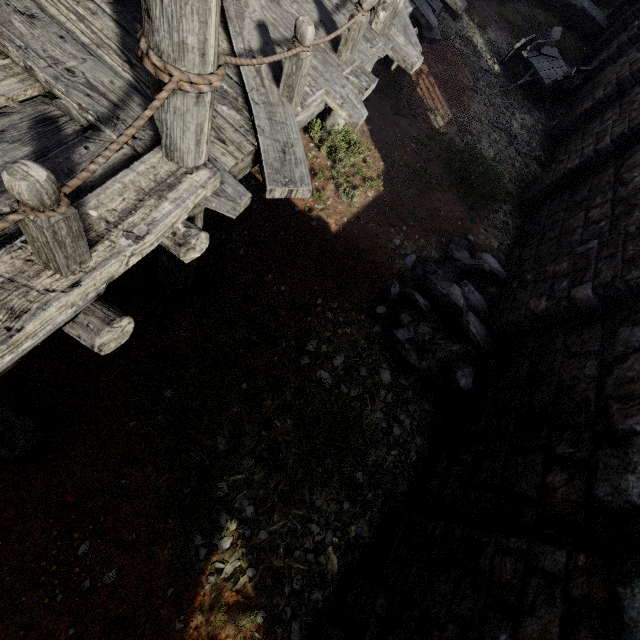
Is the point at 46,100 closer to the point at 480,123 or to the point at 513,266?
the point at 513,266

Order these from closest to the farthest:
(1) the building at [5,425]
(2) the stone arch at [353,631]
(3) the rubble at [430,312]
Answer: (1) the building at [5,425] < (2) the stone arch at [353,631] < (3) the rubble at [430,312]

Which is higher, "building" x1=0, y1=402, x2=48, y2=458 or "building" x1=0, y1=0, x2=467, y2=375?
"building" x1=0, y1=0, x2=467, y2=375

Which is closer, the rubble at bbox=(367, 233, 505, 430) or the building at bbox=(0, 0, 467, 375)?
the building at bbox=(0, 0, 467, 375)

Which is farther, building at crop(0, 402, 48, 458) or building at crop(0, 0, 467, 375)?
building at crop(0, 402, 48, 458)

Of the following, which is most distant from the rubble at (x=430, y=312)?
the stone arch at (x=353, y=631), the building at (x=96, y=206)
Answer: the stone arch at (x=353, y=631)

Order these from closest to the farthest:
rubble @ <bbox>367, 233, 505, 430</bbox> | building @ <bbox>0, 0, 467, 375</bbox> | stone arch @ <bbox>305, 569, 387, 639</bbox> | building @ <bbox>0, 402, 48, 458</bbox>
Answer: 1. building @ <bbox>0, 0, 467, 375</bbox>
2. building @ <bbox>0, 402, 48, 458</bbox>
3. stone arch @ <bbox>305, 569, 387, 639</bbox>
4. rubble @ <bbox>367, 233, 505, 430</bbox>

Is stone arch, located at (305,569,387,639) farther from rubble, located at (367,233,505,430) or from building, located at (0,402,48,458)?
rubble, located at (367,233,505,430)
